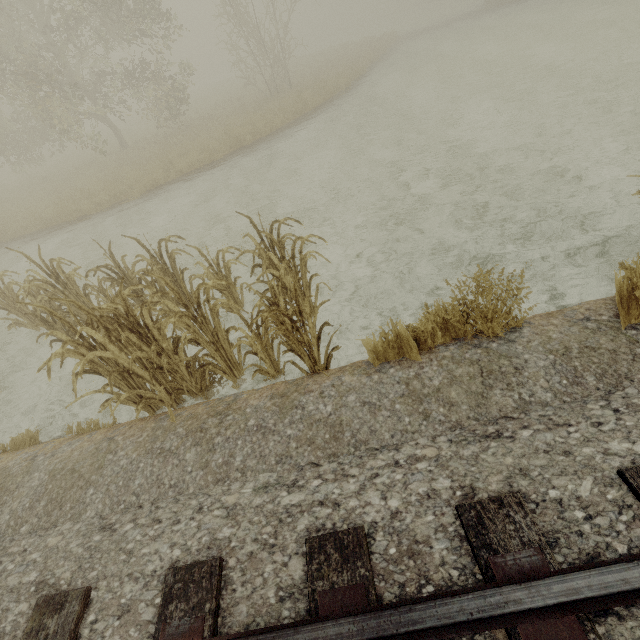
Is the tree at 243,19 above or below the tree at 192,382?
above

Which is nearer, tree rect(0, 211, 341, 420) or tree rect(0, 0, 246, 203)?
tree rect(0, 211, 341, 420)

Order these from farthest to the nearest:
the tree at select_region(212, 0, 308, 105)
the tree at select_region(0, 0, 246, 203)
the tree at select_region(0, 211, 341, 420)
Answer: the tree at select_region(212, 0, 308, 105) → the tree at select_region(0, 0, 246, 203) → the tree at select_region(0, 211, 341, 420)

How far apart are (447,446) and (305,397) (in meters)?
1.36

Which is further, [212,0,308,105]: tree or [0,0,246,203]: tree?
[212,0,308,105]: tree

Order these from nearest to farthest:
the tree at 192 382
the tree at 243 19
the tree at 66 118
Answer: the tree at 192 382, the tree at 66 118, the tree at 243 19

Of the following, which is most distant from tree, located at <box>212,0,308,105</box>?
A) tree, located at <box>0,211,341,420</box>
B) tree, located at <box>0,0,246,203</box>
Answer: tree, located at <box>0,211,341,420</box>
